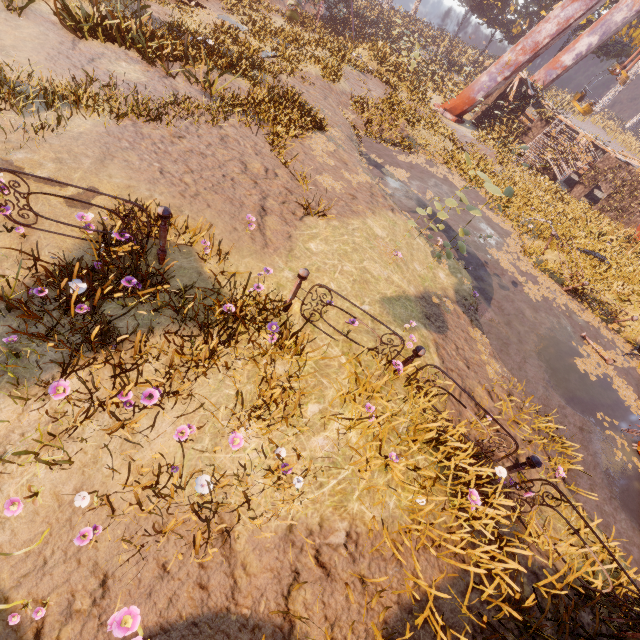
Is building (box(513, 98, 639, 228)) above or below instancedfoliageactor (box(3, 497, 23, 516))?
above

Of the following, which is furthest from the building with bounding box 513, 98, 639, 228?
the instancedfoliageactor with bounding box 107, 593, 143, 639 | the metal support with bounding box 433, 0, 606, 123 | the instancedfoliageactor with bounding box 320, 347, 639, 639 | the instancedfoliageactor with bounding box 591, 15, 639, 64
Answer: the instancedfoliageactor with bounding box 107, 593, 143, 639

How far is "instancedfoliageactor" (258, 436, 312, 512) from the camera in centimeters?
307cm

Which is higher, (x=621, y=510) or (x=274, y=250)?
(x=274, y=250)

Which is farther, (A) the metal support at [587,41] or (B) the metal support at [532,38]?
(A) the metal support at [587,41]

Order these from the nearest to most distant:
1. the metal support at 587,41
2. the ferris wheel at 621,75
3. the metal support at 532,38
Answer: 1. the metal support at 532,38
2. the ferris wheel at 621,75
3. the metal support at 587,41

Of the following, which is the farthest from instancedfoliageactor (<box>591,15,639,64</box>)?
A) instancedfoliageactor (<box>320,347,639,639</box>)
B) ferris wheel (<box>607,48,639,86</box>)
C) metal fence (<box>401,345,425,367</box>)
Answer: metal fence (<box>401,345,425,367</box>)
